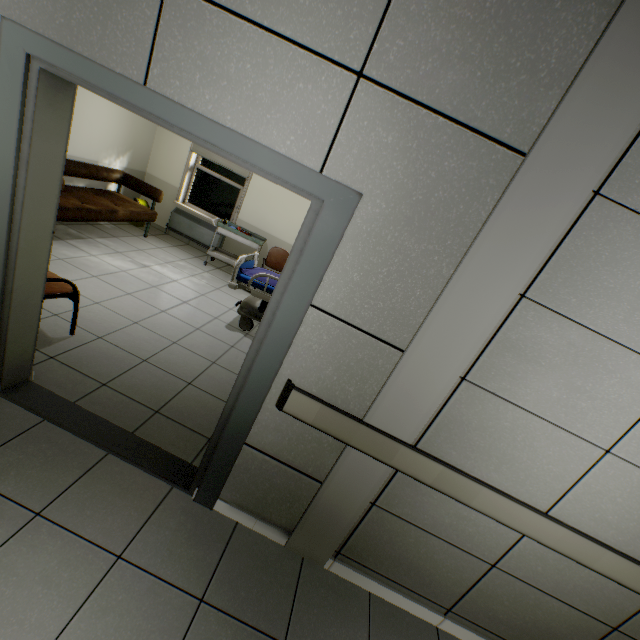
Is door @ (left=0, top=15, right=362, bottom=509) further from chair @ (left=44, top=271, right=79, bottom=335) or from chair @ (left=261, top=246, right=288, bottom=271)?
chair @ (left=261, top=246, right=288, bottom=271)

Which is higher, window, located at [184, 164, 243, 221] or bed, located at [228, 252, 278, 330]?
window, located at [184, 164, 243, 221]

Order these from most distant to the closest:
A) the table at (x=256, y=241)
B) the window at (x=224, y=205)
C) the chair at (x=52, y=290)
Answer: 1. the window at (x=224, y=205)
2. the table at (x=256, y=241)
3. the chair at (x=52, y=290)

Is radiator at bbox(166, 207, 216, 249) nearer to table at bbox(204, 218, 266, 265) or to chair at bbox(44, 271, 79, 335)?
table at bbox(204, 218, 266, 265)

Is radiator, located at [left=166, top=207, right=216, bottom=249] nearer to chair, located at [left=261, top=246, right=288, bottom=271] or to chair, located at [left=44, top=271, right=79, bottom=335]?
chair, located at [left=261, top=246, right=288, bottom=271]

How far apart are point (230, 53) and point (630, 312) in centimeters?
211cm

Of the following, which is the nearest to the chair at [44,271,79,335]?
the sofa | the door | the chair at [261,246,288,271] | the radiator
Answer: the door

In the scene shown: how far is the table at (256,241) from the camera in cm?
600
